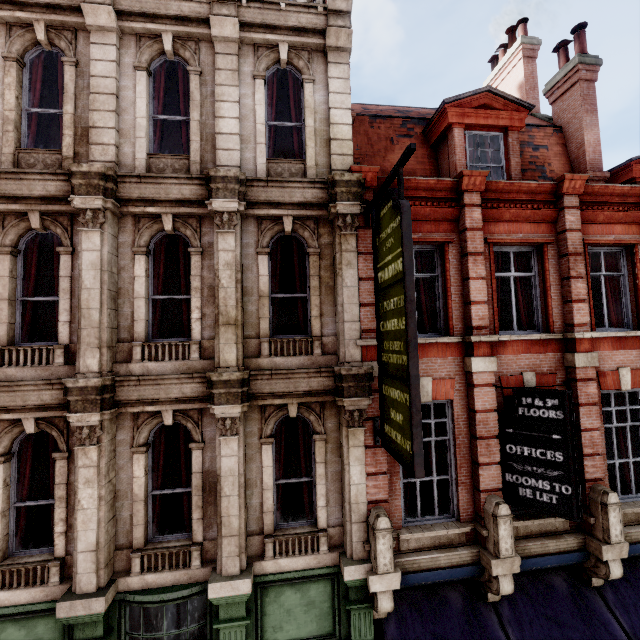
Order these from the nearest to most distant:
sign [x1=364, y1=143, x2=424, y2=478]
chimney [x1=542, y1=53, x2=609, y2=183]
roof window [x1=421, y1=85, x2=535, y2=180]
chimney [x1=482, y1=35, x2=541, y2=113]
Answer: sign [x1=364, y1=143, x2=424, y2=478] < roof window [x1=421, y1=85, x2=535, y2=180] < chimney [x1=542, y1=53, x2=609, y2=183] < chimney [x1=482, y1=35, x2=541, y2=113]

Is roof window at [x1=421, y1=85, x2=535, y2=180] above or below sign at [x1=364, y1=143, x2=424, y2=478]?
above

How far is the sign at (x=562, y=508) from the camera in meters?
6.3 m

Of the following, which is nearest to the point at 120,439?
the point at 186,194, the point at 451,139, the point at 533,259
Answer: the point at 186,194

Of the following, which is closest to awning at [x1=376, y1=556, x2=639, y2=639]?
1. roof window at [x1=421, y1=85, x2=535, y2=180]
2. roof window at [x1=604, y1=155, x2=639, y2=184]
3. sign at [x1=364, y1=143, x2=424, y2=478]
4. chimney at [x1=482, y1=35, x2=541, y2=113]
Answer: sign at [x1=364, y1=143, x2=424, y2=478]

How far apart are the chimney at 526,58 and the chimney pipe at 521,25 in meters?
0.3 m

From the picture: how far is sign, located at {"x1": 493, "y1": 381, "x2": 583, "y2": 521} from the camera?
6.3 meters

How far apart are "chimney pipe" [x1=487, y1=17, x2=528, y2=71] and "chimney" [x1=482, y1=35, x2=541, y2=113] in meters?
0.3
